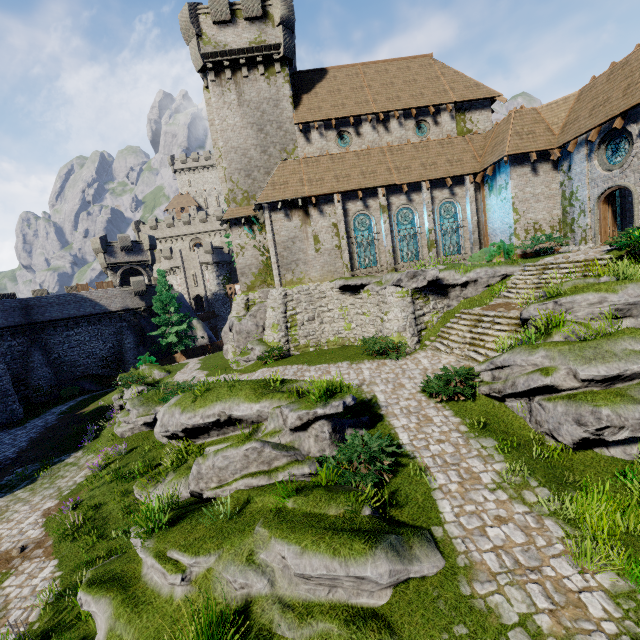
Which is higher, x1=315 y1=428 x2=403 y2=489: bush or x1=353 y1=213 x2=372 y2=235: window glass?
x1=353 y1=213 x2=372 y2=235: window glass

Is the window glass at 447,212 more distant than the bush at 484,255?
Yes

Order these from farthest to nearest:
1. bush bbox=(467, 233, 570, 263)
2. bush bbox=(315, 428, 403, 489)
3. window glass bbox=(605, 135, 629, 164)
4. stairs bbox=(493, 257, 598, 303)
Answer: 1. bush bbox=(467, 233, 570, 263)
2. window glass bbox=(605, 135, 629, 164)
3. stairs bbox=(493, 257, 598, 303)
4. bush bbox=(315, 428, 403, 489)

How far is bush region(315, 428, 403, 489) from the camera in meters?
7.5

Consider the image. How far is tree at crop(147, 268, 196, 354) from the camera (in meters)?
34.16

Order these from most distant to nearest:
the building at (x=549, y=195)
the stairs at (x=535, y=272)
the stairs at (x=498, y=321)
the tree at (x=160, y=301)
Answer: the tree at (x=160, y=301), the building at (x=549, y=195), the stairs at (x=535, y=272), the stairs at (x=498, y=321)

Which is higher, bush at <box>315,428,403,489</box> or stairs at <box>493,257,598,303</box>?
stairs at <box>493,257,598,303</box>

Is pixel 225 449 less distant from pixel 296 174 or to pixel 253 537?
pixel 253 537
